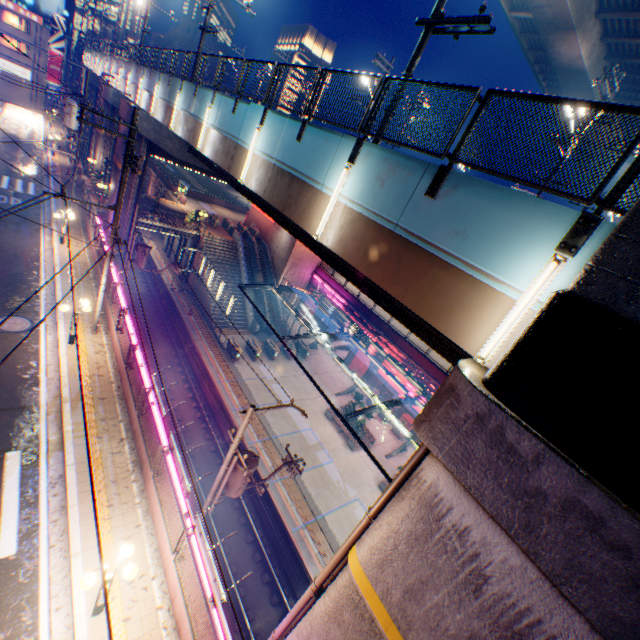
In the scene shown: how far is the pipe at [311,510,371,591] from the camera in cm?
650

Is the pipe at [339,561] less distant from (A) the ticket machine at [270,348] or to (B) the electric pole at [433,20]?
(B) the electric pole at [433,20]

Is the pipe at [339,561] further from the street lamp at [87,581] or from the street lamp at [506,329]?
the street lamp at [87,581]

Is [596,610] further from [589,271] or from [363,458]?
[363,458]

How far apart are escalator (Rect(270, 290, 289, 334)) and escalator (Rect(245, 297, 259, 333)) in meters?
3.3

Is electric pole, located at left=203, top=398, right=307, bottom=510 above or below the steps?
above

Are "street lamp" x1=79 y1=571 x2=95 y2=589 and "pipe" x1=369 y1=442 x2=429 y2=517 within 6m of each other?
yes

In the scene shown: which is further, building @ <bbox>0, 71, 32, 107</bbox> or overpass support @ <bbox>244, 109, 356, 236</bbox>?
building @ <bbox>0, 71, 32, 107</bbox>
